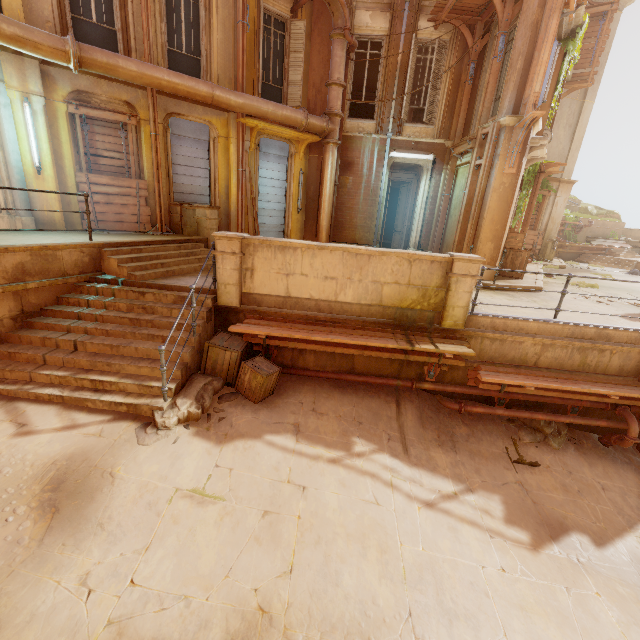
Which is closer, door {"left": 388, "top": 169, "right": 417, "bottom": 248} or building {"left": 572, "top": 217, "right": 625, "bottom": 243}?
door {"left": 388, "top": 169, "right": 417, "bottom": 248}

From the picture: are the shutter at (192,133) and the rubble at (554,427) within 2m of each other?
no

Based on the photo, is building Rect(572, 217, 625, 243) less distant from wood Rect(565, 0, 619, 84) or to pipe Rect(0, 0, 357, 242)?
pipe Rect(0, 0, 357, 242)

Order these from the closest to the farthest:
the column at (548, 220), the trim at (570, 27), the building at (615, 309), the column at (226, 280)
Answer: the column at (226, 280), the building at (615, 309), the trim at (570, 27), the column at (548, 220)

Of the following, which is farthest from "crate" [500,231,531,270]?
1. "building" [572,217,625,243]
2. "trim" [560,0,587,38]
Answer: "trim" [560,0,587,38]

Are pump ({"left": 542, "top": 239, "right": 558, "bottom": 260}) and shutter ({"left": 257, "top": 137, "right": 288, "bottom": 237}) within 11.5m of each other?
no

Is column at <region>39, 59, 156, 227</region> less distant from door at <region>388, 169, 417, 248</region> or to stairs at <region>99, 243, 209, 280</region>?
stairs at <region>99, 243, 209, 280</region>

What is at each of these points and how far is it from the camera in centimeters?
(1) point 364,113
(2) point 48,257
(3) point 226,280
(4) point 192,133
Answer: (1) wallpaper, 1892cm
(2) building, 631cm
(3) column, 668cm
(4) shutter, 1011cm
